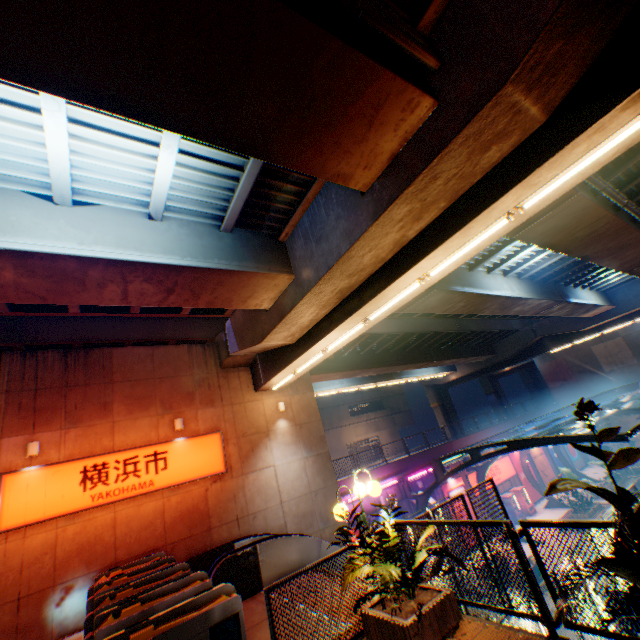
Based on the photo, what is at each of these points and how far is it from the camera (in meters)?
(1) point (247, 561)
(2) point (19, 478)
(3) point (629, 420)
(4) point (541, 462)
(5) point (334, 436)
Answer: (1) escalator, 8.41
(2) sign, 9.89
(3) billboard, 33.81
(4) billboard, 32.00
(5) building, 45.09

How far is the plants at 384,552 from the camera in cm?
466

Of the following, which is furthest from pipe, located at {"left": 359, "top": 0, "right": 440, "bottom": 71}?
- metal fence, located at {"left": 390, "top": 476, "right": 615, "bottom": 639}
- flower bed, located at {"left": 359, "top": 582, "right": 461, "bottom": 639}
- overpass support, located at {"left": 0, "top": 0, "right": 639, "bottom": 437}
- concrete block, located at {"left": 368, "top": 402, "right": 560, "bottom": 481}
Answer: concrete block, located at {"left": 368, "top": 402, "right": 560, "bottom": 481}

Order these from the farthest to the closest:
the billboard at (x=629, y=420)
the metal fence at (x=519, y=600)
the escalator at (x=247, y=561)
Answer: the billboard at (x=629, y=420)
the escalator at (x=247, y=561)
the metal fence at (x=519, y=600)

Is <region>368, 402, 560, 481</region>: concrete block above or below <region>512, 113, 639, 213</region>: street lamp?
below

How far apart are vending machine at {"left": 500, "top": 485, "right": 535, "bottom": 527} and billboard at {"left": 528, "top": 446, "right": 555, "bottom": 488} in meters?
6.6

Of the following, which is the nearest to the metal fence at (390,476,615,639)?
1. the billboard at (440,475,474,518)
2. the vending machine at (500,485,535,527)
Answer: the billboard at (440,475,474,518)

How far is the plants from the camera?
4.7m
